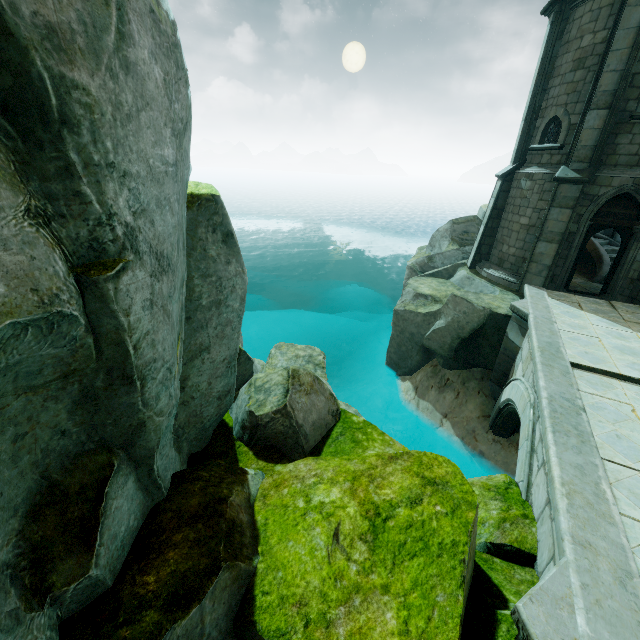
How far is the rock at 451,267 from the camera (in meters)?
11.79

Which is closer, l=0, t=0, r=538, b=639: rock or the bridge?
l=0, t=0, r=538, b=639: rock

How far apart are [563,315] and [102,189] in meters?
12.0

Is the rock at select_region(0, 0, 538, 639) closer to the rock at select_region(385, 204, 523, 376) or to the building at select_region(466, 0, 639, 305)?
the rock at select_region(385, 204, 523, 376)

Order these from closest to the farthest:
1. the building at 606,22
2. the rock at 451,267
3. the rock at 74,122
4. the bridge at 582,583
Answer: the rock at 74,122 → the bridge at 582,583 → the building at 606,22 → the rock at 451,267

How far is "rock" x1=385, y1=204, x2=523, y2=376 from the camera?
11.8 meters
